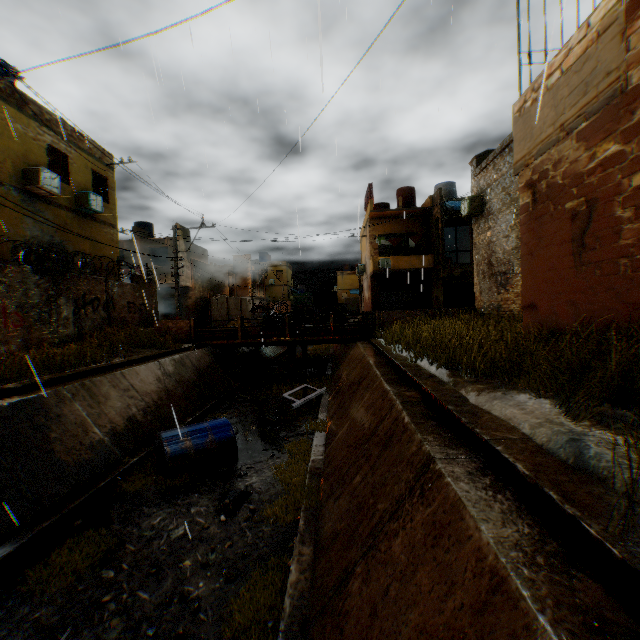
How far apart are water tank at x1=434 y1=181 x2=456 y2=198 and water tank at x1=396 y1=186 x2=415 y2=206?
1.89m

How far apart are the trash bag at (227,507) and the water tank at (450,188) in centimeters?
2452cm

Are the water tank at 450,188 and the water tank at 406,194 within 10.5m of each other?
yes

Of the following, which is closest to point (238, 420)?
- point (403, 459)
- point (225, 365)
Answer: point (225, 365)

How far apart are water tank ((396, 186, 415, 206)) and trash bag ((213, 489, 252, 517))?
25.9m

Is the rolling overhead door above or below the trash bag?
above

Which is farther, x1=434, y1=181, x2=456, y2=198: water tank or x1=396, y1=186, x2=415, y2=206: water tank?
x1=396, y1=186, x2=415, y2=206: water tank

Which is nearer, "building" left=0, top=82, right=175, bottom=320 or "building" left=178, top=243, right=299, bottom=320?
"building" left=0, top=82, right=175, bottom=320
